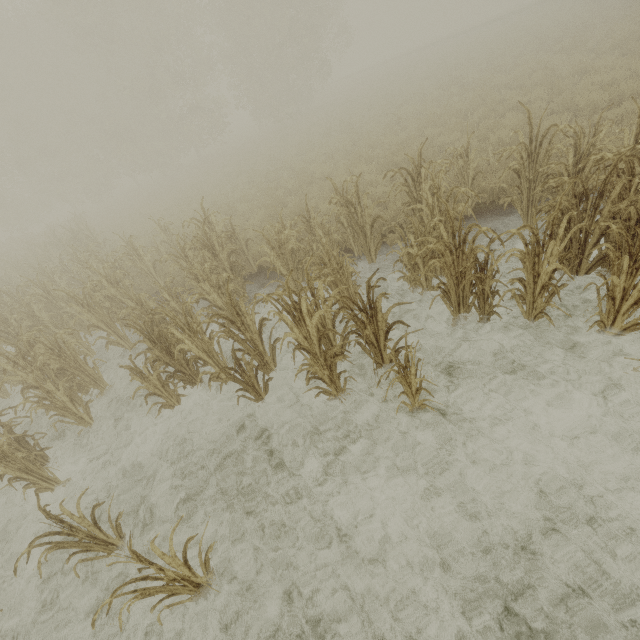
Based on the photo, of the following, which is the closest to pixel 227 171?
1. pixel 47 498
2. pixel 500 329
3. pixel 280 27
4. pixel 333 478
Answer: pixel 280 27

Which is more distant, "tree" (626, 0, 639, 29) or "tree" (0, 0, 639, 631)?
"tree" (626, 0, 639, 29)

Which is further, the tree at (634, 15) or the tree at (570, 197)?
the tree at (634, 15)
